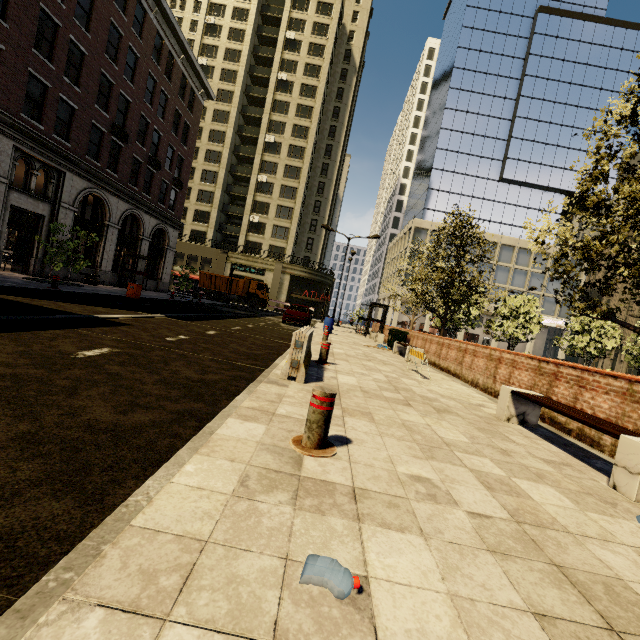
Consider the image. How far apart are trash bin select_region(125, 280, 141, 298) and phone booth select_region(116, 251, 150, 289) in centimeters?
804cm

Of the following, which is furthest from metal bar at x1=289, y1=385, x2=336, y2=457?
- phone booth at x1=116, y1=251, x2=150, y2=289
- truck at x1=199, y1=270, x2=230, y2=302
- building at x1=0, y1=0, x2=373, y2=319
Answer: truck at x1=199, y1=270, x2=230, y2=302

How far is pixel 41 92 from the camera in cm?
1592

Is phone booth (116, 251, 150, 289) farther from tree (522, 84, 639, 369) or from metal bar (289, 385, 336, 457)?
metal bar (289, 385, 336, 457)

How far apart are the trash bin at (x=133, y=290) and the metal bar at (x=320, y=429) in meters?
16.3

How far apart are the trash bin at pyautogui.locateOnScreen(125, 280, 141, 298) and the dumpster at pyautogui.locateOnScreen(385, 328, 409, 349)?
13.3m

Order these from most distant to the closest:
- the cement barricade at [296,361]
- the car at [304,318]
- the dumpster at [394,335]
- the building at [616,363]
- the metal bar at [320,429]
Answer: the building at [616,363], the car at [304,318], the dumpster at [394,335], the cement barricade at [296,361], the metal bar at [320,429]

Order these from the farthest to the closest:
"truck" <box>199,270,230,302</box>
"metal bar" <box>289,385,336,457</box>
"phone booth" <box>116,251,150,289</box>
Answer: "truck" <box>199,270,230,302</box> < "phone booth" <box>116,251,150,289</box> < "metal bar" <box>289,385,336,457</box>
